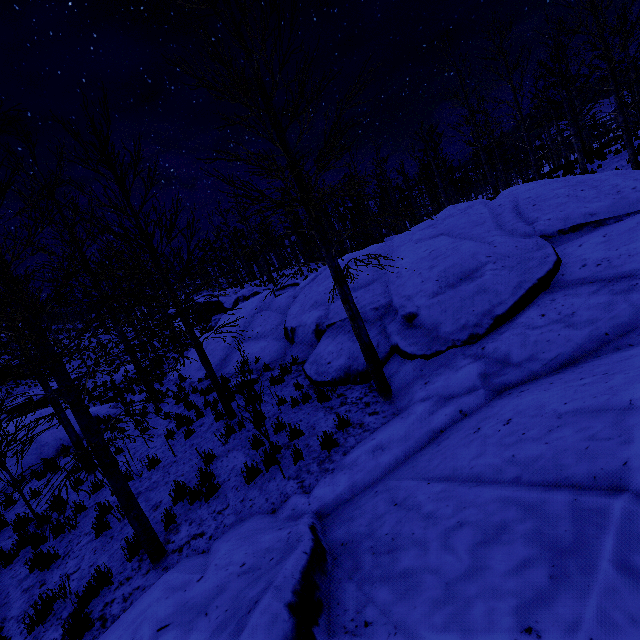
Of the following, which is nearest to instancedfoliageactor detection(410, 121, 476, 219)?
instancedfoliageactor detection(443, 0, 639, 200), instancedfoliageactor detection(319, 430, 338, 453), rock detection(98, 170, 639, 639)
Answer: instancedfoliageactor detection(443, 0, 639, 200)

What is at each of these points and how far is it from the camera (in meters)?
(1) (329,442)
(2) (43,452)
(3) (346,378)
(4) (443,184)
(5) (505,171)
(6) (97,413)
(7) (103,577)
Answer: (1) instancedfoliageactor, 5.78
(2) rock, 13.75
(3) rock, 8.04
(4) instancedfoliageactor, 21.03
(5) instancedfoliageactor, 46.34
(6) rock, 17.33
(7) instancedfoliageactor, 5.11

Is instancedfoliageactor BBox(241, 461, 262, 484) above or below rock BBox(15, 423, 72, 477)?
below

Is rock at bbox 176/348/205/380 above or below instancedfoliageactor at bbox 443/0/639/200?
below

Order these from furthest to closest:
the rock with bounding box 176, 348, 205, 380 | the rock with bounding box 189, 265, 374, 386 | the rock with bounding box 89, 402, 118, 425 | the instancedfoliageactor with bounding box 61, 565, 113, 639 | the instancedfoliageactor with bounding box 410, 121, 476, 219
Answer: the instancedfoliageactor with bounding box 410, 121, 476, 219, the rock with bounding box 89, 402, 118, 425, the rock with bounding box 176, 348, 205, 380, the rock with bounding box 189, 265, 374, 386, the instancedfoliageactor with bounding box 61, 565, 113, 639

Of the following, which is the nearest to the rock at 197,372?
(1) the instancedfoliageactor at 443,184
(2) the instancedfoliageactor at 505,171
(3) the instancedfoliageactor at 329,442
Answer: (3) the instancedfoliageactor at 329,442

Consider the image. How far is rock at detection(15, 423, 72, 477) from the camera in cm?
1330
